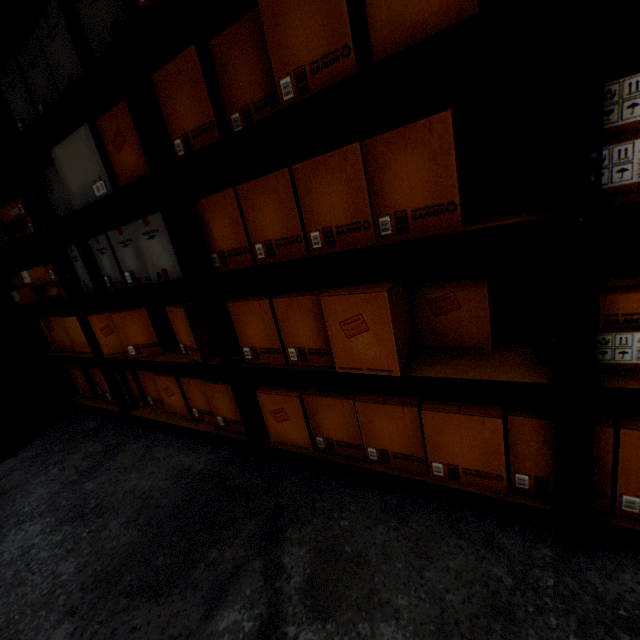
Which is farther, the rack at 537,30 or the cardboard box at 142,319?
the cardboard box at 142,319

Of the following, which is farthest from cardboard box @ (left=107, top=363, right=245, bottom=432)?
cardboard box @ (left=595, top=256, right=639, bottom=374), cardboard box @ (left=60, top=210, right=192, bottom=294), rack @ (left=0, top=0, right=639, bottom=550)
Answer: cardboard box @ (left=595, top=256, right=639, bottom=374)

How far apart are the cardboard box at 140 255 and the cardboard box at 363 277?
0.25m

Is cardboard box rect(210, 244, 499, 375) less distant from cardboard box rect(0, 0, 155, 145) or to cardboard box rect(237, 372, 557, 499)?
cardboard box rect(237, 372, 557, 499)

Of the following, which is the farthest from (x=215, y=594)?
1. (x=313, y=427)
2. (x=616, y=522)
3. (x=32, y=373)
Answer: (x=32, y=373)

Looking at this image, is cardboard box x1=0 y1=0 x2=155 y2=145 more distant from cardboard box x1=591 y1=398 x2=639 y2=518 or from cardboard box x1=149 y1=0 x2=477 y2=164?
cardboard box x1=591 y1=398 x2=639 y2=518

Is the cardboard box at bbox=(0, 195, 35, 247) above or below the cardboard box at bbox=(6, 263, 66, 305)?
above

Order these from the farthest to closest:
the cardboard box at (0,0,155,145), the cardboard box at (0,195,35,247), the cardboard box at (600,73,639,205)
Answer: the cardboard box at (0,195,35,247), the cardboard box at (0,0,155,145), the cardboard box at (600,73,639,205)
